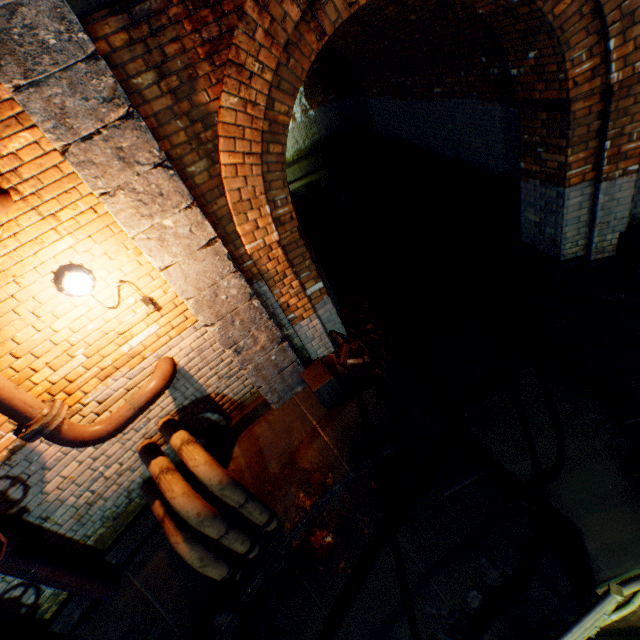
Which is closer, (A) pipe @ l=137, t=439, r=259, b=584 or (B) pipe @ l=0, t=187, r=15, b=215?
(B) pipe @ l=0, t=187, r=15, b=215

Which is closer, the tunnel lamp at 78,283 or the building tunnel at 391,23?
the tunnel lamp at 78,283

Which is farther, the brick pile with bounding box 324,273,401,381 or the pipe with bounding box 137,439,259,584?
the brick pile with bounding box 324,273,401,381

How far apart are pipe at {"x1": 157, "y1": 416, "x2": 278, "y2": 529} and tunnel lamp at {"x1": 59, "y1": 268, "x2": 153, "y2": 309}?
1.4m

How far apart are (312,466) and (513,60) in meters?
5.5

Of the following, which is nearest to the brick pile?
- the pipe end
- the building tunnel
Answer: the building tunnel

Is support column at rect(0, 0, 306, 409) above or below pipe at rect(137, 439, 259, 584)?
above

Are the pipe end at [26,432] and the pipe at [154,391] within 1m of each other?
yes
